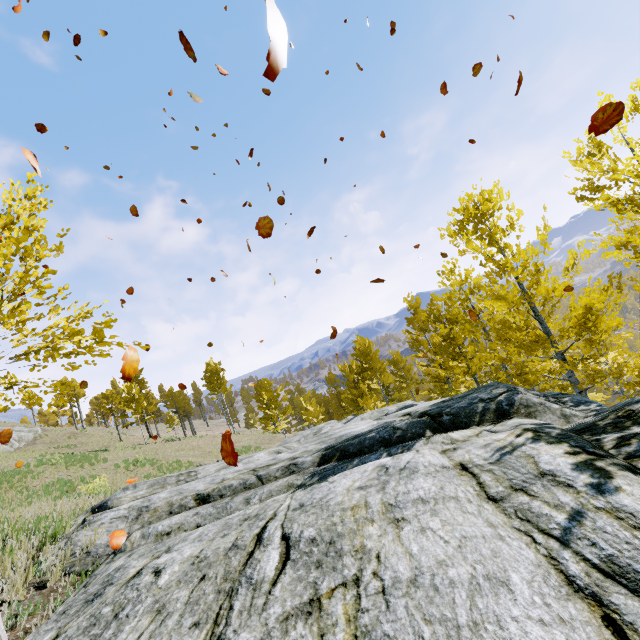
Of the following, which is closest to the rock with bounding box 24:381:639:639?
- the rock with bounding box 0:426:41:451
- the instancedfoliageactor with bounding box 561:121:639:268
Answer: the instancedfoliageactor with bounding box 561:121:639:268

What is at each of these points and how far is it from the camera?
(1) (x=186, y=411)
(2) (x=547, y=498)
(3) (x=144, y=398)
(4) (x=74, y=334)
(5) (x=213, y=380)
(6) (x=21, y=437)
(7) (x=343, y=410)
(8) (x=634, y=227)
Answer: (1) instancedfoliageactor, 59.3 meters
(2) rock, 2.0 meters
(3) instancedfoliageactor, 42.1 meters
(4) instancedfoliageactor, 4.1 meters
(5) instancedfoliageactor, 38.0 meters
(6) rock, 34.9 meters
(7) instancedfoliageactor, 34.7 meters
(8) instancedfoliageactor, 6.9 meters

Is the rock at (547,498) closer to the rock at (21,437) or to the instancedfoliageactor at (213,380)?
the instancedfoliageactor at (213,380)

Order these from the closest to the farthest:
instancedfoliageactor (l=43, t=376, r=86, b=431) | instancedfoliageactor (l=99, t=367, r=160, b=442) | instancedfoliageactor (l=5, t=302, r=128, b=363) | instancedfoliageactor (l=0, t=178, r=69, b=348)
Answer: instancedfoliageactor (l=0, t=178, r=69, b=348) < instancedfoliageactor (l=5, t=302, r=128, b=363) < instancedfoliageactor (l=43, t=376, r=86, b=431) < instancedfoliageactor (l=99, t=367, r=160, b=442)

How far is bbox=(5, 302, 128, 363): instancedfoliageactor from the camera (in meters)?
3.96

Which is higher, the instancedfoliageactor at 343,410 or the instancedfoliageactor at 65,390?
the instancedfoliageactor at 65,390
